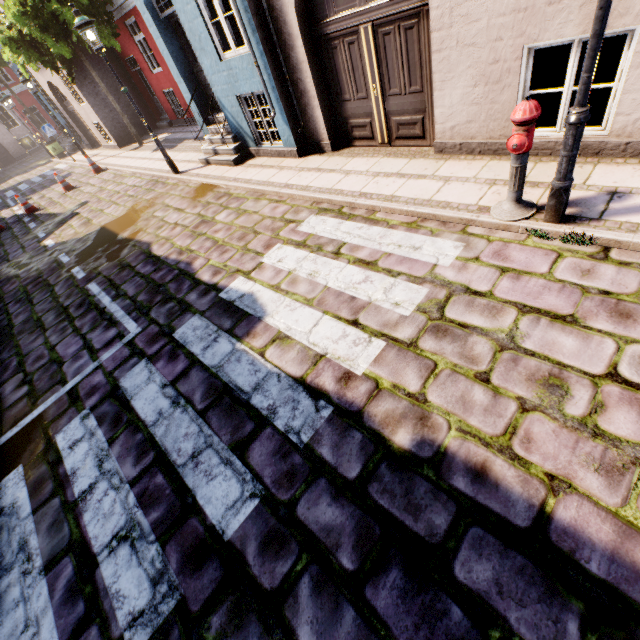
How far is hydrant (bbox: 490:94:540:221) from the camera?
3.1 meters

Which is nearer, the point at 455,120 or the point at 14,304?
the point at 455,120

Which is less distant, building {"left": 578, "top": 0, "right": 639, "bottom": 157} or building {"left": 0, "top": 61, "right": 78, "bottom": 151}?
building {"left": 578, "top": 0, "right": 639, "bottom": 157}

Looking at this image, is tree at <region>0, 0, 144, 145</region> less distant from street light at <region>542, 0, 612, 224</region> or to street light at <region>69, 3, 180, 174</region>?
street light at <region>69, 3, 180, 174</region>

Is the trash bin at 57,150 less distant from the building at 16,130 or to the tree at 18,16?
the building at 16,130

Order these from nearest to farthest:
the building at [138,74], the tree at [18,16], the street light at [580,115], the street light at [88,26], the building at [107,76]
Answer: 1. the street light at [580,115]
2. the building at [138,74]
3. the street light at [88,26]
4. the tree at [18,16]
5. the building at [107,76]

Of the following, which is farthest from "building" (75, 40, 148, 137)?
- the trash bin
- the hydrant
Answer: the hydrant

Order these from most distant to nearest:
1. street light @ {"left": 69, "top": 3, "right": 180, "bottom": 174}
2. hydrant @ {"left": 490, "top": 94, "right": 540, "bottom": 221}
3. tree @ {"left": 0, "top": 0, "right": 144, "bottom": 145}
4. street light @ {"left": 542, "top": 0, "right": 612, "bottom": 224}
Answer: tree @ {"left": 0, "top": 0, "right": 144, "bottom": 145} < street light @ {"left": 69, "top": 3, "right": 180, "bottom": 174} < hydrant @ {"left": 490, "top": 94, "right": 540, "bottom": 221} < street light @ {"left": 542, "top": 0, "right": 612, "bottom": 224}
